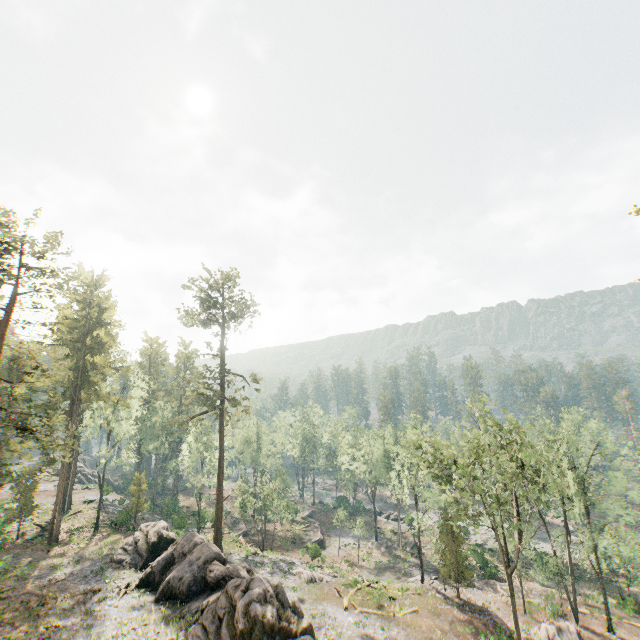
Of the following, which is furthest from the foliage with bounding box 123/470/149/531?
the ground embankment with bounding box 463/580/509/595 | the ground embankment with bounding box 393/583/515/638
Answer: the ground embankment with bounding box 463/580/509/595

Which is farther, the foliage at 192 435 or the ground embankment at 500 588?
the ground embankment at 500 588

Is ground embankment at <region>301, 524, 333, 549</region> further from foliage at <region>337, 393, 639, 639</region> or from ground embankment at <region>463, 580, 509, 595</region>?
foliage at <region>337, 393, 639, 639</region>

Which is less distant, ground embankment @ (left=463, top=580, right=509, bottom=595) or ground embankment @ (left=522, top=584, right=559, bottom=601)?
ground embankment @ (left=522, top=584, right=559, bottom=601)

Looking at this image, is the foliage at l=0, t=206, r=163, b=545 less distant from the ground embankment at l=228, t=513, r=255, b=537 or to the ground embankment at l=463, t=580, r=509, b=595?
the ground embankment at l=463, t=580, r=509, b=595

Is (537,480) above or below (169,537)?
above

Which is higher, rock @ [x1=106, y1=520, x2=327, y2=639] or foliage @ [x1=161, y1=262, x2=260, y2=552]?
foliage @ [x1=161, y1=262, x2=260, y2=552]

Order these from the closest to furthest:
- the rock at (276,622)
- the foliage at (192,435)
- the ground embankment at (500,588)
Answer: the rock at (276,622) → the foliage at (192,435) → the ground embankment at (500,588)
